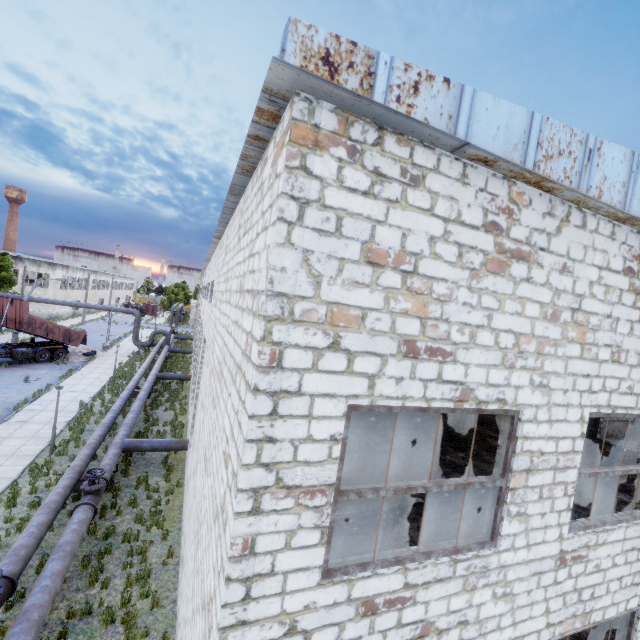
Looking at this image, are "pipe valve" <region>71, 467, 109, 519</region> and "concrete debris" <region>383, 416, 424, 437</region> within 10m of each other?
no

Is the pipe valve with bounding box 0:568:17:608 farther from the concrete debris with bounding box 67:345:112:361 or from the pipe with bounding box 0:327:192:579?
the concrete debris with bounding box 67:345:112:361

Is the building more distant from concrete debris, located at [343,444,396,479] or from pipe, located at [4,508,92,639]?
pipe, located at [4,508,92,639]

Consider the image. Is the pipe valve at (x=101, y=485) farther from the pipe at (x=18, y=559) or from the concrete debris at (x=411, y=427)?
the concrete debris at (x=411, y=427)

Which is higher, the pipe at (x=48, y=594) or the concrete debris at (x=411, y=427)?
the concrete debris at (x=411, y=427)

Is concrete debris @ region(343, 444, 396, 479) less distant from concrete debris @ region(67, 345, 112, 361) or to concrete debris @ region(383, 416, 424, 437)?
concrete debris @ region(383, 416, 424, 437)

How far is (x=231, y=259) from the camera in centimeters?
717cm

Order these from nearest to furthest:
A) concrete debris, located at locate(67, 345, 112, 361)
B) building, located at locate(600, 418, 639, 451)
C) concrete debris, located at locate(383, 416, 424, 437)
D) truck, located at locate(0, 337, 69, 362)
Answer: concrete debris, located at locate(383, 416, 424, 437) → building, located at locate(600, 418, 639, 451) → truck, located at locate(0, 337, 69, 362) → concrete debris, located at locate(67, 345, 112, 361)
